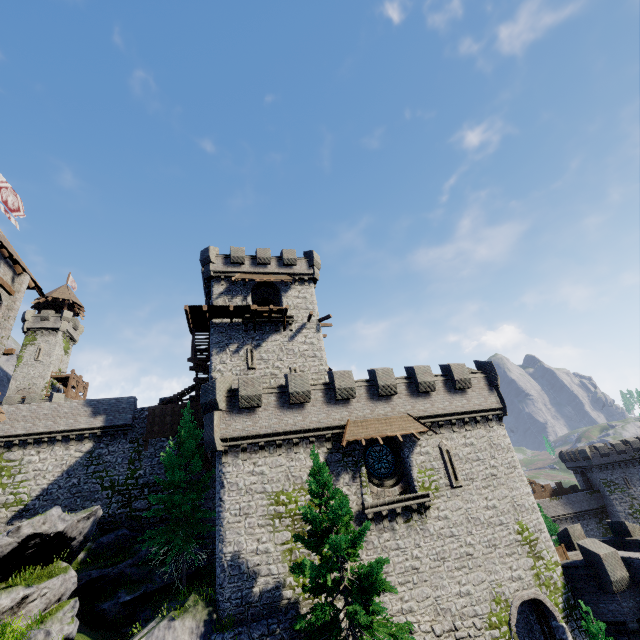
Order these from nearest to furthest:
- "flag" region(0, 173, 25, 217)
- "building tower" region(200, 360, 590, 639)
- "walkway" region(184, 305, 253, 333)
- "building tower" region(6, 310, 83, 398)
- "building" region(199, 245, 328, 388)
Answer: "building tower" region(200, 360, 590, 639) < "flag" region(0, 173, 25, 217) < "walkway" region(184, 305, 253, 333) < "building" region(199, 245, 328, 388) < "building tower" region(6, 310, 83, 398)

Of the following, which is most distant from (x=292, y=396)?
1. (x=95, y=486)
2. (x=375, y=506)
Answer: (x=95, y=486)

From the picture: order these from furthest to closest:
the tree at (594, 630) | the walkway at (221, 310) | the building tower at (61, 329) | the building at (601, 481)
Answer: the building at (601, 481) → the building tower at (61, 329) → the walkway at (221, 310) → the tree at (594, 630)

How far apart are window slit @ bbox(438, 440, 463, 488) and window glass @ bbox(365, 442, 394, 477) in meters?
2.8 m

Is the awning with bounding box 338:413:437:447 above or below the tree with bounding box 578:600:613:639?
above

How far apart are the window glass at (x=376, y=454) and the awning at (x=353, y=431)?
1.32m

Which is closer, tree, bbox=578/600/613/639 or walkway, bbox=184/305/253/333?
tree, bbox=578/600/613/639

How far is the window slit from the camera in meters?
20.0
